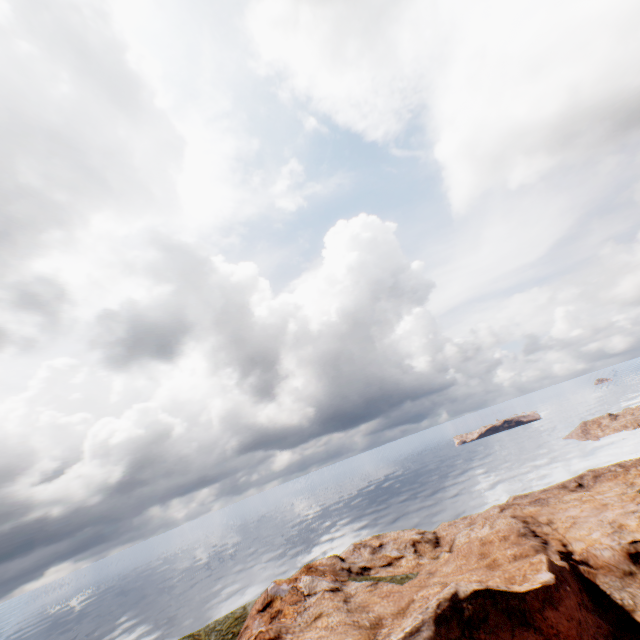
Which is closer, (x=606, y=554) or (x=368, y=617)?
(x=368, y=617)
